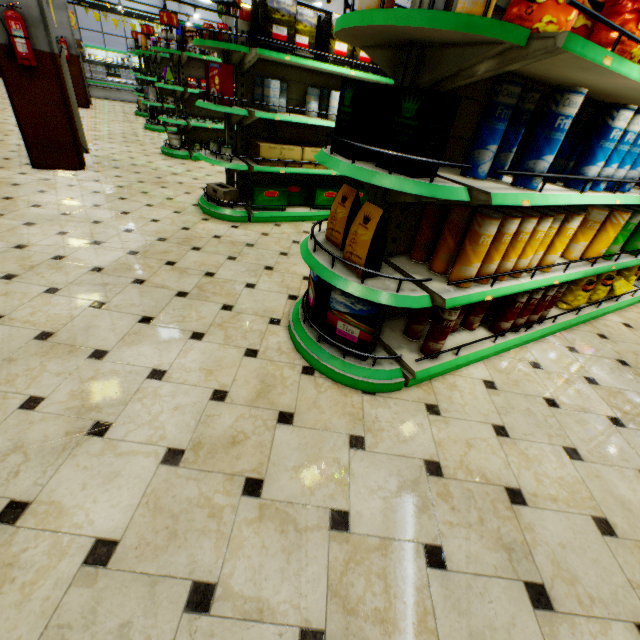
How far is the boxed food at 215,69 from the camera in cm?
367

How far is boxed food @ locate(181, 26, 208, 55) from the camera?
6.2 meters

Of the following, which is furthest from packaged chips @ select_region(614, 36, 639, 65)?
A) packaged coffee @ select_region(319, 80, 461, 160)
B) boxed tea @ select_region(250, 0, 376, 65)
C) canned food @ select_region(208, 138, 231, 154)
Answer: canned food @ select_region(208, 138, 231, 154)

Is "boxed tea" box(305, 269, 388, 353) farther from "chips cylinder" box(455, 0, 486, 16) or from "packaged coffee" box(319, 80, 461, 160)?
"chips cylinder" box(455, 0, 486, 16)

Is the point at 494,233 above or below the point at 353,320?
above

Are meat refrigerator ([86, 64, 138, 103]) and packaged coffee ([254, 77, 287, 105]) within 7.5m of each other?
no

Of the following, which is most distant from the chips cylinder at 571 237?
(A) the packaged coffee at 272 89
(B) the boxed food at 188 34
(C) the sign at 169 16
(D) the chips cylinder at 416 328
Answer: (C) the sign at 169 16

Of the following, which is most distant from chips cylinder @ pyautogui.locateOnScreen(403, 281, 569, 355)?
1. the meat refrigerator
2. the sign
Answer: the meat refrigerator
